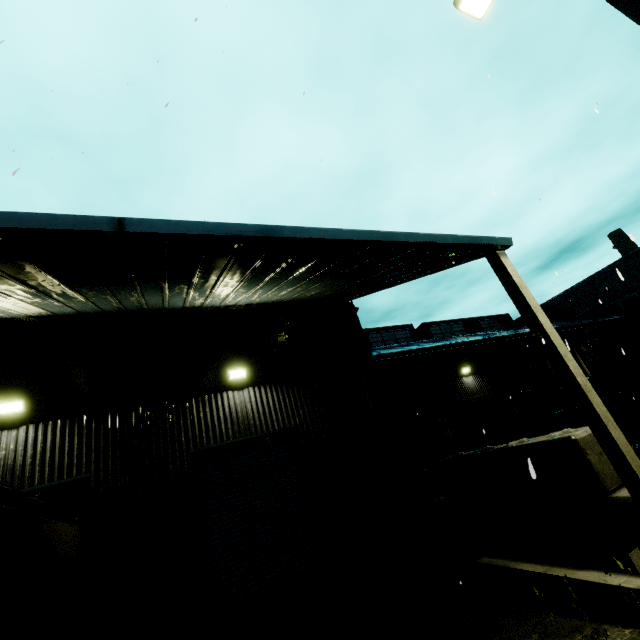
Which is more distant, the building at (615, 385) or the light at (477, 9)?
the building at (615, 385)

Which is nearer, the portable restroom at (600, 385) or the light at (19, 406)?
the light at (19, 406)

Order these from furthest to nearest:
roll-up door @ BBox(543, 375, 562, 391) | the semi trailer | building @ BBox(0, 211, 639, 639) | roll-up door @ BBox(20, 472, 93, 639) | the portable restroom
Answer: roll-up door @ BBox(543, 375, 562, 391) < the portable restroom < roll-up door @ BBox(20, 472, 93, 639) < building @ BBox(0, 211, 639, 639) < the semi trailer

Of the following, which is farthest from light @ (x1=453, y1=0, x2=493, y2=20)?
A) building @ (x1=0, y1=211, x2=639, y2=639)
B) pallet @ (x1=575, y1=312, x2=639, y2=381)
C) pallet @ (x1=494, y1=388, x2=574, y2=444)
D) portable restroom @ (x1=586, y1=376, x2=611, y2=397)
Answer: portable restroom @ (x1=586, y1=376, x2=611, y2=397)

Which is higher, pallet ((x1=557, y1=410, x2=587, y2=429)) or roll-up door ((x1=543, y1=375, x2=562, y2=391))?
roll-up door ((x1=543, y1=375, x2=562, y2=391))

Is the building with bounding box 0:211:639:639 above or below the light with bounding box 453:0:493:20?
below

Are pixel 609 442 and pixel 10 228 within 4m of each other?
no

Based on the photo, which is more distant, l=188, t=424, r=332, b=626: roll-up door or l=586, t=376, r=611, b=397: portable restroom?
l=586, t=376, r=611, b=397: portable restroom
